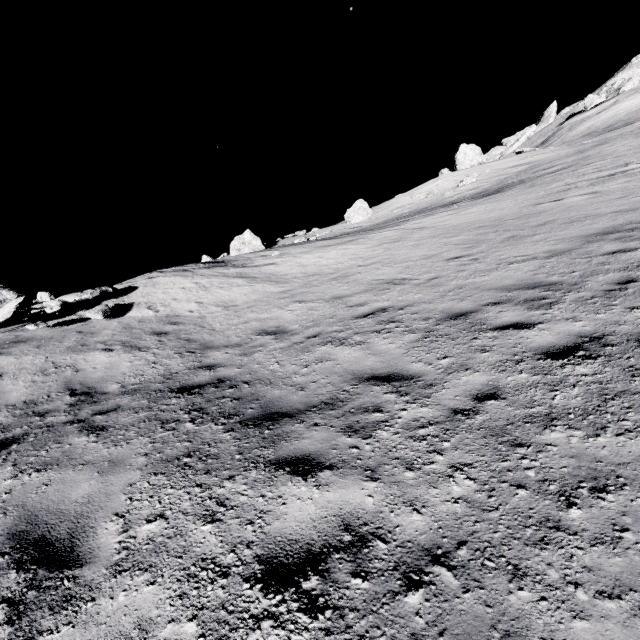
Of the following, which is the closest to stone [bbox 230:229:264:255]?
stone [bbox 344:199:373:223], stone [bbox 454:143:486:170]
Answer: stone [bbox 344:199:373:223]

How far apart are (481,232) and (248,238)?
22.9m

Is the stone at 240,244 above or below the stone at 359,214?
above

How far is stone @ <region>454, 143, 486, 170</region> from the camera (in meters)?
39.44

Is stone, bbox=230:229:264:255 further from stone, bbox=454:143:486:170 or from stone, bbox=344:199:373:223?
stone, bbox=454:143:486:170

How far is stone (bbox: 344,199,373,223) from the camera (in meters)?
37.78

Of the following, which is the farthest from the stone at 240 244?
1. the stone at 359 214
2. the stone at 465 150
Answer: the stone at 465 150

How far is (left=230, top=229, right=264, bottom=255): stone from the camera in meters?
30.1
